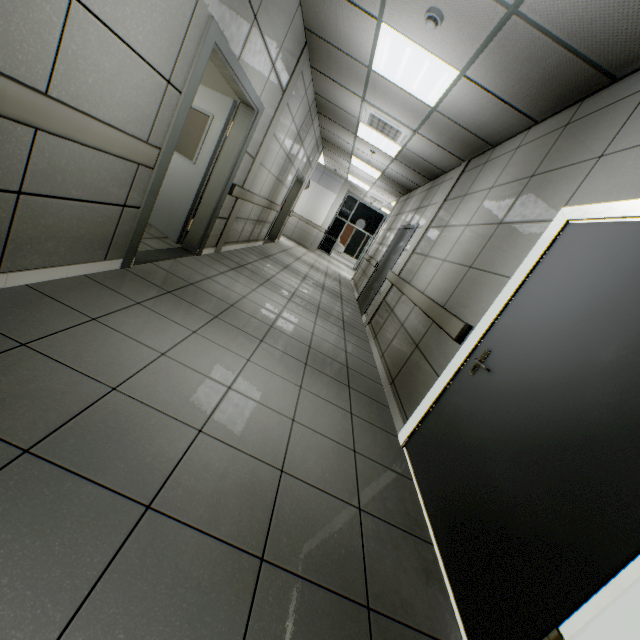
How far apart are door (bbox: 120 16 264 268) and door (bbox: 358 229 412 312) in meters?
3.6 m

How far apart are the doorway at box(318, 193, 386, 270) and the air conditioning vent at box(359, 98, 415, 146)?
10.87m

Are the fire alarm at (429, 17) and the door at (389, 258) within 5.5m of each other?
yes

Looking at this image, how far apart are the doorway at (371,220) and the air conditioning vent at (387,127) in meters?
10.9

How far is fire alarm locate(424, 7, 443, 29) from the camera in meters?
2.8 m

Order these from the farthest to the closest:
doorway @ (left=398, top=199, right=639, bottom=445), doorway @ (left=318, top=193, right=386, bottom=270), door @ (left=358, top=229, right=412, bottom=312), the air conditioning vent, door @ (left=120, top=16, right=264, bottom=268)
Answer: doorway @ (left=318, top=193, right=386, bottom=270), door @ (left=358, top=229, right=412, bottom=312), the air conditioning vent, door @ (left=120, top=16, right=264, bottom=268), doorway @ (left=398, top=199, right=639, bottom=445)

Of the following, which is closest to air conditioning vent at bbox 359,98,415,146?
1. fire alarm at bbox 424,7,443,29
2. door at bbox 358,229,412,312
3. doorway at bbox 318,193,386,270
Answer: door at bbox 358,229,412,312

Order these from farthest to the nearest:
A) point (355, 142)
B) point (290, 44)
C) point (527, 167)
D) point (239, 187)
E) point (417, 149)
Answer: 1. point (355, 142)
2. point (417, 149)
3. point (239, 187)
4. point (290, 44)
5. point (527, 167)
